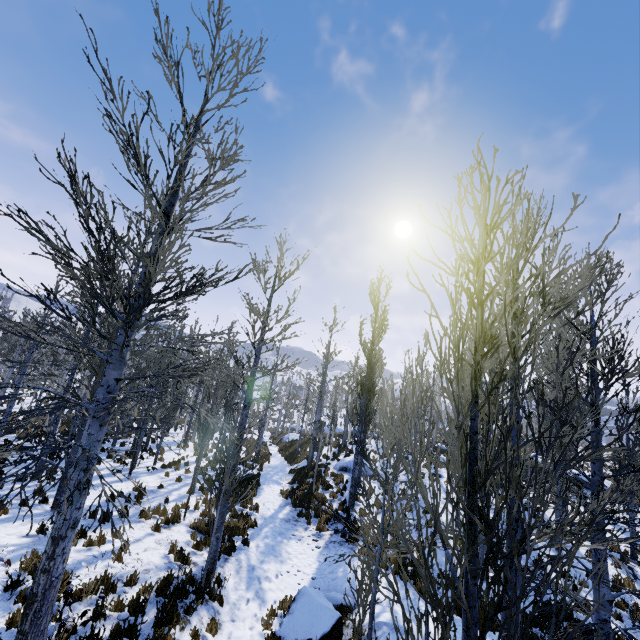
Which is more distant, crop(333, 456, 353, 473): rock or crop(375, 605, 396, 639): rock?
crop(333, 456, 353, 473): rock

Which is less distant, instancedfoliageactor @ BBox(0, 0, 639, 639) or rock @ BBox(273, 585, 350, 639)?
instancedfoliageactor @ BBox(0, 0, 639, 639)

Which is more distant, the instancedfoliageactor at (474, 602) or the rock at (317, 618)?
the rock at (317, 618)

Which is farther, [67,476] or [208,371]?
[208,371]

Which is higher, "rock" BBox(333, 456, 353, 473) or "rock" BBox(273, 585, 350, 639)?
"rock" BBox(333, 456, 353, 473)

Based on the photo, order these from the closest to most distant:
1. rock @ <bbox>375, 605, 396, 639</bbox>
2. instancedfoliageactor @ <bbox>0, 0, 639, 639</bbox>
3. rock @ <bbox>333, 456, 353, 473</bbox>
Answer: instancedfoliageactor @ <bbox>0, 0, 639, 639</bbox> → rock @ <bbox>375, 605, 396, 639</bbox> → rock @ <bbox>333, 456, 353, 473</bbox>

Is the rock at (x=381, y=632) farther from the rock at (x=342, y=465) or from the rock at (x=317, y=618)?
the rock at (x=342, y=465)

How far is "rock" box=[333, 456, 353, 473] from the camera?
21.52m
